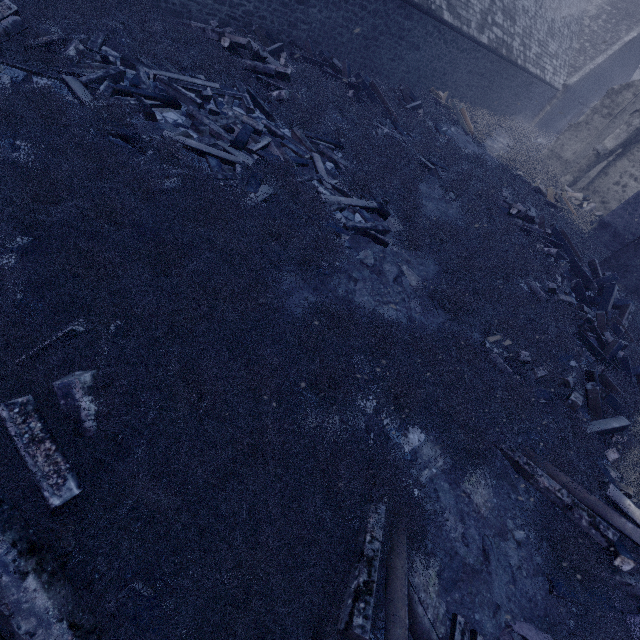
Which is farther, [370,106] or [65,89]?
[370,106]

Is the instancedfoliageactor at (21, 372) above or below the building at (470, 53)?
below

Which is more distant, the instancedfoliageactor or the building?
the building

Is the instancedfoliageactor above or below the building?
below

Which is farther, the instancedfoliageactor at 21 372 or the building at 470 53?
the building at 470 53
